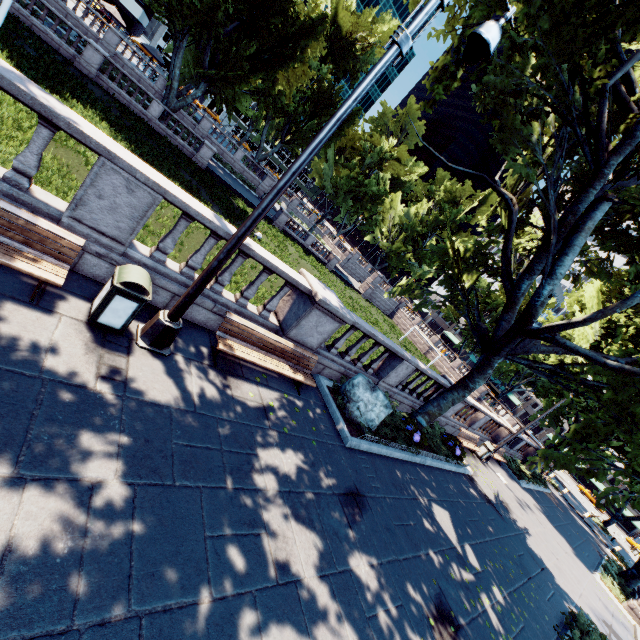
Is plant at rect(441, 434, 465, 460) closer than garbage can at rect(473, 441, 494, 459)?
Yes

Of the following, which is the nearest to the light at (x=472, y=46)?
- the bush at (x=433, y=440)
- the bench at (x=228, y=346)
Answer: the bench at (x=228, y=346)

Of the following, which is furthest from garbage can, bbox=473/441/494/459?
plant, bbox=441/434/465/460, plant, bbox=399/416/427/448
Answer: plant, bbox=399/416/427/448

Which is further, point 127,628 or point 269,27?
point 269,27

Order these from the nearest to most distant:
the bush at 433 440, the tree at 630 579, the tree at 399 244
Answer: the bush at 433 440 < the tree at 630 579 < the tree at 399 244

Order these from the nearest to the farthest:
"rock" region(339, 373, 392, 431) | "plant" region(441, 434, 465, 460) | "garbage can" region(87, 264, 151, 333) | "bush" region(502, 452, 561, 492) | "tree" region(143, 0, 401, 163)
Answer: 1. "garbage can" region(87, 264, 151, 333)
2. "rock" region(339, 373, 392, 431)
3. "plant" region(441, 434, 465, 460)
4. "bush" region(502, 452, 561, 492)
5. "tree" region(143, 0, 401, 163)

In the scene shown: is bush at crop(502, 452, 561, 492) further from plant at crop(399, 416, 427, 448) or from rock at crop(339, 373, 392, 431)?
rock at crop(339, 373, 392, 431)

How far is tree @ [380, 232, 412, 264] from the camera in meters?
58.4 m
